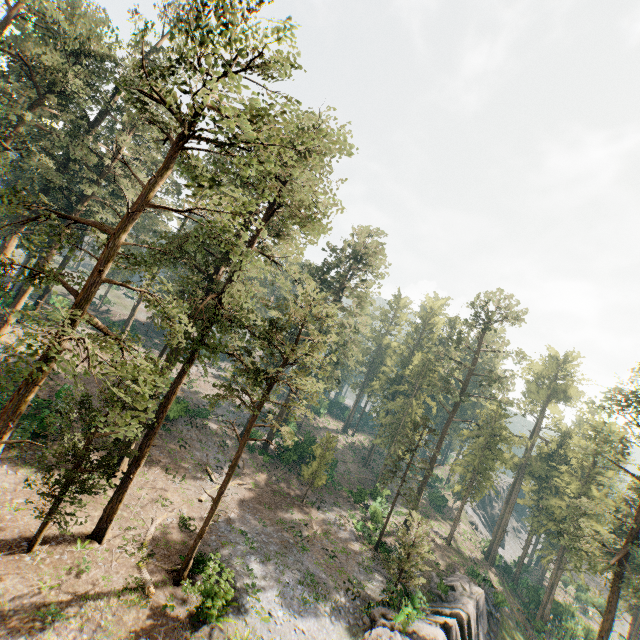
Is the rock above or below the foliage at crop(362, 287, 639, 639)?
below

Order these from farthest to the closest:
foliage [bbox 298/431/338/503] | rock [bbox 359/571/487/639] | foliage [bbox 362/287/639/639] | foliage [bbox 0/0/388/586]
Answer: foliage [bbox 298/431/338/503] < foliage [bbox 362/287/639/639] < rock [bbox 359/571/487/639] < foliage [bbox 0/0/388/586]

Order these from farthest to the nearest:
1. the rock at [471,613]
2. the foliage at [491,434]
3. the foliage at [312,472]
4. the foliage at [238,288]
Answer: the foliage at [312,472]
the foliage at [491,434]
the rock at [471,613]
the foliage at [238,288]

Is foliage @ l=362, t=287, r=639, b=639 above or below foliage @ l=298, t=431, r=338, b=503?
above

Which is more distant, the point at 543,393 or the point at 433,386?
the point at 543,393

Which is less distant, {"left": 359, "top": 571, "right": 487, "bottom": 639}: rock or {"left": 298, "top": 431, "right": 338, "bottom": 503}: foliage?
{"left": 359, "top": 571, "right": 487, "bottom": 639}: rock

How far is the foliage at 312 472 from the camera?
33.9m

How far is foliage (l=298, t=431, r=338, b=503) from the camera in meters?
33.9
